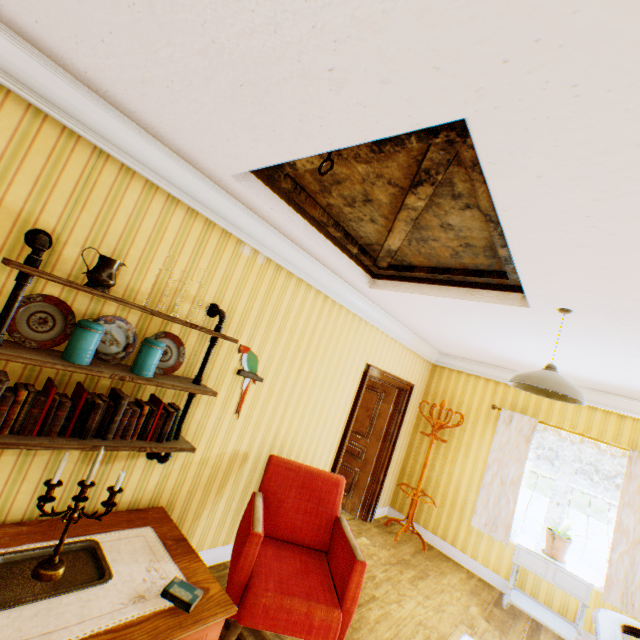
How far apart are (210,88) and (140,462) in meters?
2.5

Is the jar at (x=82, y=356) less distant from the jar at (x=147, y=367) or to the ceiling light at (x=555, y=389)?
the jar at (x=147, y=367)

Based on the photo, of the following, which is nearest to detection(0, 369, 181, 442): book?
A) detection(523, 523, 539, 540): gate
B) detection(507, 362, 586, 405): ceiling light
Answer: detection(507, 362, 586, 405): ceiling light

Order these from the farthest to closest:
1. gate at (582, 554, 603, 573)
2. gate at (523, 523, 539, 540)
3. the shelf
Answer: gate at (523, 523, 539, 540)
gate at (582, 554, 603, 573)
the shelf

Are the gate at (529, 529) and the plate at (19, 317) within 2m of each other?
A: no

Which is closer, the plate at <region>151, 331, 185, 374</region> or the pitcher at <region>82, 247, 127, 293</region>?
the pitcher at <region>82, 247, 127, 293</region>

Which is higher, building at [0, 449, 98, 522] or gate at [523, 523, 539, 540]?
building at [0, 449, 98, 522]

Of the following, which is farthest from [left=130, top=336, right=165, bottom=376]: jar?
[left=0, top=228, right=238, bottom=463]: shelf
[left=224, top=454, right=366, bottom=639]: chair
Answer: [left=224, top=454, right=366, bottom=639]: chair
